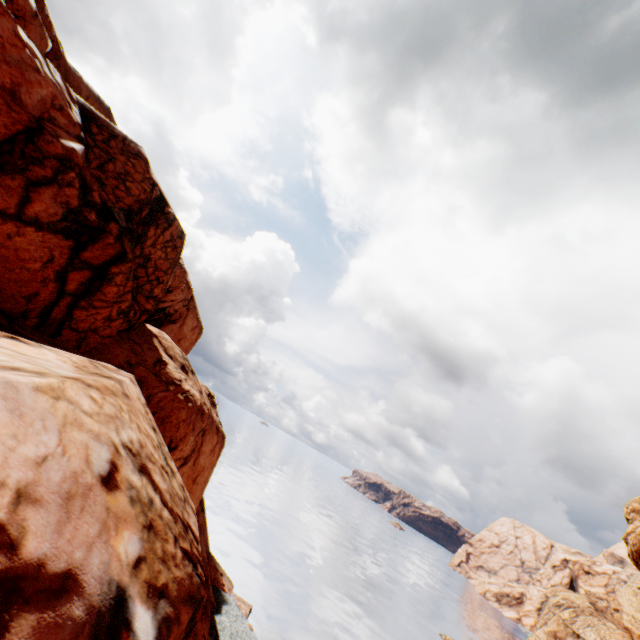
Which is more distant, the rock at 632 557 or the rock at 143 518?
the rock at 632 557

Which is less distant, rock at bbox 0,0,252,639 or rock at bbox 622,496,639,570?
rock at bbox 0,0,252,639

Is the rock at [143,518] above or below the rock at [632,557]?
below

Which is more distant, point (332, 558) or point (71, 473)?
point (332, 558)

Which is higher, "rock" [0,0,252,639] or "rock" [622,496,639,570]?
"rock" [622,496,639,570]
